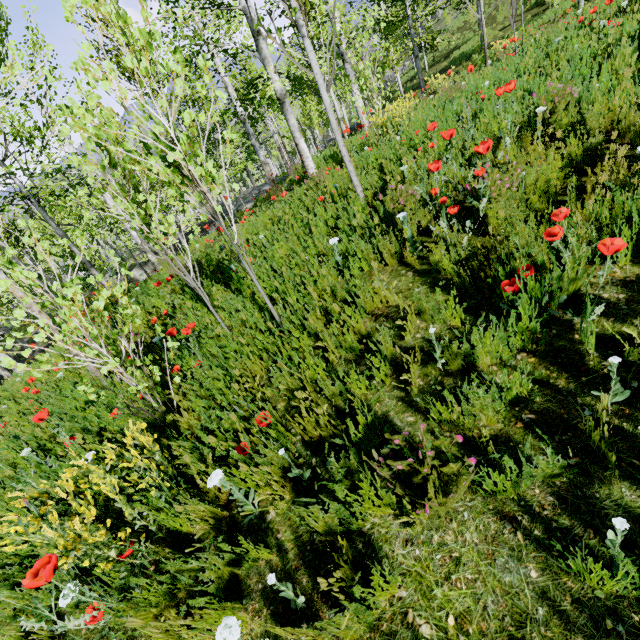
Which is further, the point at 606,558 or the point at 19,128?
the point at 19,128
